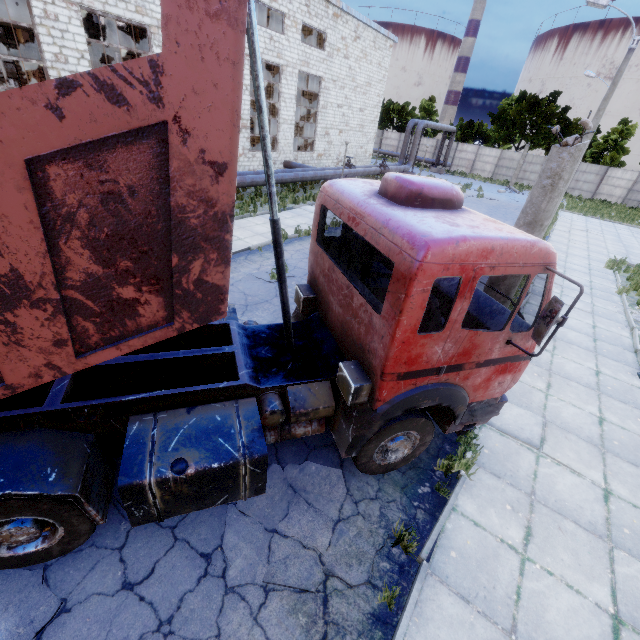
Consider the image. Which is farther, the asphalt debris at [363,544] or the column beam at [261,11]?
the column beam at [261,11]

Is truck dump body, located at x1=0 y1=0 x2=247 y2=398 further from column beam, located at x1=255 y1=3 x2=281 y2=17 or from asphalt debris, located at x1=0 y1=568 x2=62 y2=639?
column beam, located at x1=255 y1=3 x2=281 y2=17

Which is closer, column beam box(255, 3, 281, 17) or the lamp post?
the lamp post

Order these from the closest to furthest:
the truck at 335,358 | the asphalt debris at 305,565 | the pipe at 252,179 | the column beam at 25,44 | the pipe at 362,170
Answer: the truck at 335,358 → the asphalt debris at 305,565 → the pipe at 252,179 → the column beam at 25,44 → the pipe at 362,170

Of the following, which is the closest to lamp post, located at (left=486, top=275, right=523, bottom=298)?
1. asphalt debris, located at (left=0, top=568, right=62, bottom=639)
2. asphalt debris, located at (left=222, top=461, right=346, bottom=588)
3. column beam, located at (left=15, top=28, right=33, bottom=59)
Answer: asphalt debris, located at (left=222, top=461, right=346, bottom=588)

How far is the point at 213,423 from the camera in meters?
3.6 m

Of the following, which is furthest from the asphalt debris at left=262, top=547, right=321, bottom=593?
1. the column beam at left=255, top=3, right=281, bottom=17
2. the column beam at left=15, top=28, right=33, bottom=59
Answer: the column beam at left=15, top=28, right=33, bottom=59

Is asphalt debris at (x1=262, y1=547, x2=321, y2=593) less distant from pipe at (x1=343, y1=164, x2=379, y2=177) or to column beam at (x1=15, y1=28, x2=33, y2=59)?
pipe at (x1=343, y1=164, x2=379, y2=177)
